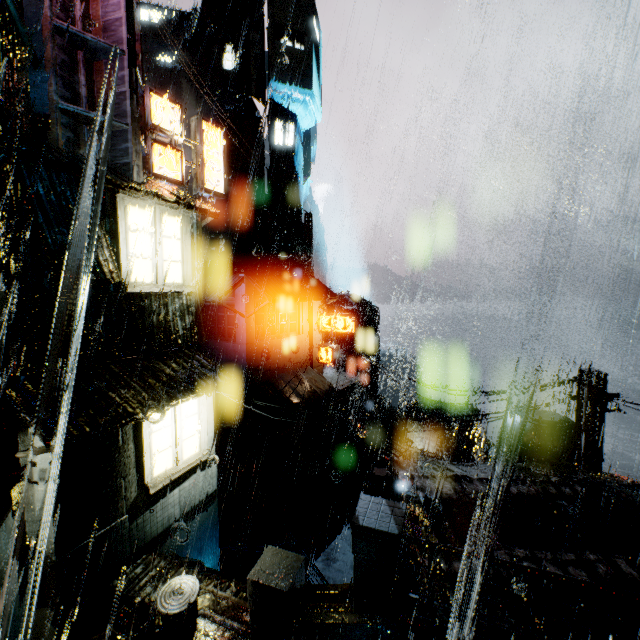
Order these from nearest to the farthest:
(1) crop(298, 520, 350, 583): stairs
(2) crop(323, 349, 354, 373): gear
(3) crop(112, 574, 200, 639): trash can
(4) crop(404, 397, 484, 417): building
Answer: (3) crop(112, 574, 200, 639): trash can, (1) crop(298, 520, 350, 583): stairs, (4) crop(404, 397, 484, 417): building, (2) crop(323, 349, 354, 373): gear

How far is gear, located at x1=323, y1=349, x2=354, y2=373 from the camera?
43.19m

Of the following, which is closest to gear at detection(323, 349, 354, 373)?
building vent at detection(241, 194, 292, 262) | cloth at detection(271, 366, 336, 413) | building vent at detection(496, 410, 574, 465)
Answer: cloth at detection(271, 366, 336, 413)

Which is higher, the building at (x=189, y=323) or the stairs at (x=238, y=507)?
the building at (x=189, y=323)

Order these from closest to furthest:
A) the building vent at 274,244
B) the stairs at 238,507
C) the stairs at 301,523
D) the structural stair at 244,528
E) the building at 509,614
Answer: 1. the building at 509,614
2. the structural stair at 244,528
3. the stairs at 238,507
4. the stairs at 301,523
5. the building vent at 274,244

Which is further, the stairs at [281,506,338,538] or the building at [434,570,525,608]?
the stairs at [281,506,338,538]

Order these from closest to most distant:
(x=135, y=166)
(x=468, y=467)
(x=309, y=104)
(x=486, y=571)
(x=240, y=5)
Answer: (x=486, y=571) → (x=135, y=166) → (x=468, y=467) → (x=240, y=5) → (x=309, y=104)

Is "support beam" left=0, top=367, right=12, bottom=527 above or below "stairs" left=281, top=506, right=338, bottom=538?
above
